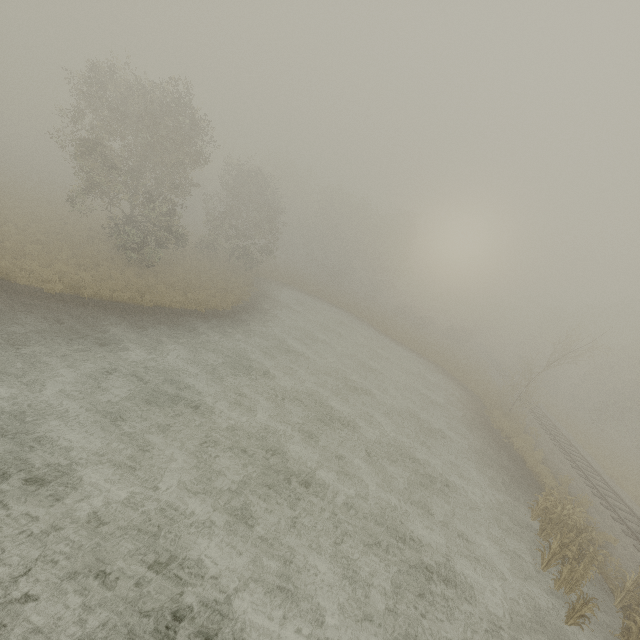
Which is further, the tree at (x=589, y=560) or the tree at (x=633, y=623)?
the tree at (x=589, y=560)

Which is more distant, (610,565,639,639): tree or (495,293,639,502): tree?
(495,293,639,502): tree

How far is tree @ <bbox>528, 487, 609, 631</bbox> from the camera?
9.7 meters

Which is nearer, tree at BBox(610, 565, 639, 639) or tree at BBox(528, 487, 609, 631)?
tree at BBox(610, 565, 639, 639)

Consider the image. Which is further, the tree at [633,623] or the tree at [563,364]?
the tree at [563,364]

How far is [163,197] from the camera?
23.50m

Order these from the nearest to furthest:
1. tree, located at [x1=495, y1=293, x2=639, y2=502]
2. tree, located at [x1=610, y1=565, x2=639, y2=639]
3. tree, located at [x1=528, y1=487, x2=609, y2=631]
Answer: tree, located at [x1=610, y1=565, x2=639, y2=639], tree, located at [x1=528, y1=487, x2=609, y2=631], tree, located at [x1=495, y1=293, x2=639, y2=502]
